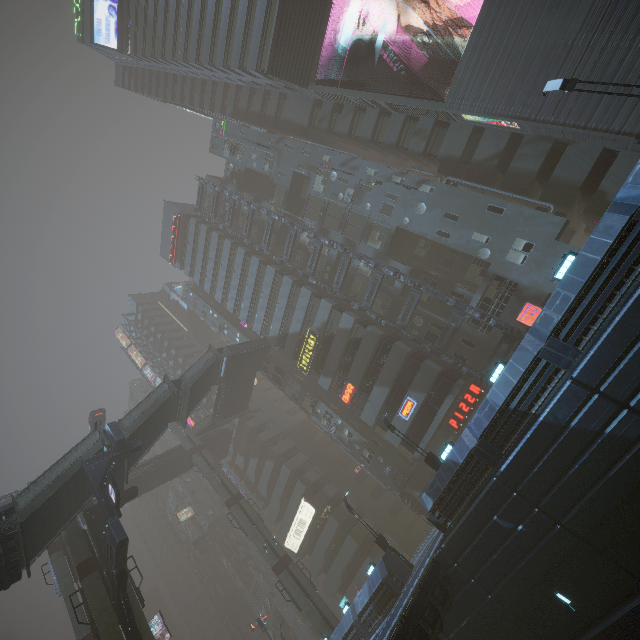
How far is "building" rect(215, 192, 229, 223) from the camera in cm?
4590

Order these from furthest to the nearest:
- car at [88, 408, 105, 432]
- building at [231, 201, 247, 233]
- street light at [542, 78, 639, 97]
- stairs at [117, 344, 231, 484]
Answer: building at [231, 201, 247, 233] < car at [88, 408, 105, 432] < stairs at [117, 344, 231, 484] < street light at [542, 78, 639, 97]

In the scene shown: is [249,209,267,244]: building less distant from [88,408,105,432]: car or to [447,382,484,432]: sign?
[447,382,484,432]: sign

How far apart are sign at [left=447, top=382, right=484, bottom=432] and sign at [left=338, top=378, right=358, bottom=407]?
8.5m

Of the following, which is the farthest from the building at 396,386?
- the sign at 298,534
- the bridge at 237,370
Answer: the bridge at 237,370

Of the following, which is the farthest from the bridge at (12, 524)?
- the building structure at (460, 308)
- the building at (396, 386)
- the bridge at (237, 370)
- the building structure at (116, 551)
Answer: the building structure at (460, 308)

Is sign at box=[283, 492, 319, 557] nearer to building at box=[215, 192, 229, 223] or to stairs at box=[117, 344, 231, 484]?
building at box=[215, 192, 229, 223]

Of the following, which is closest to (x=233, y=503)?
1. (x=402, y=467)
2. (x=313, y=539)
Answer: (x=313, y=539)
